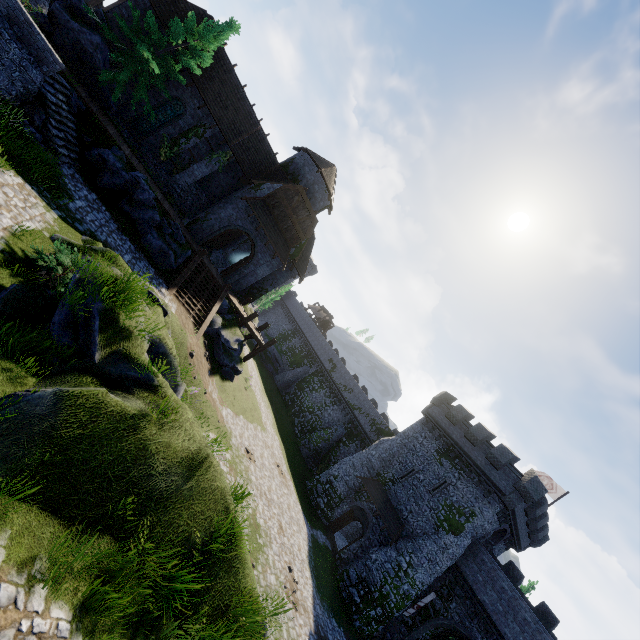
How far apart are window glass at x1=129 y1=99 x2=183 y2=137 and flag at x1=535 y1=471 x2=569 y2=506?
44.85m

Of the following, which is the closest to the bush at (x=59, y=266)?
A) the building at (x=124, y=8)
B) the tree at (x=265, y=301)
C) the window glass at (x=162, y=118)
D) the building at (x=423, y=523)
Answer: the building at (x=124, y=8)

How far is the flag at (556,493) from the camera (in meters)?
30.54

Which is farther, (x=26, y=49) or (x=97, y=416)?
(x=26, y=49)

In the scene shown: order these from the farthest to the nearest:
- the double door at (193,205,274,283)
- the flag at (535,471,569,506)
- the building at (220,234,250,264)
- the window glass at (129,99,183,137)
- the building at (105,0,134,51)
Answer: the building at (220,234,250,264) → the flag at (535,471,569,506) → the double door at (193,205,274,283) → the window glass at (129,99,183,137) → the building at (105,0,134,51)

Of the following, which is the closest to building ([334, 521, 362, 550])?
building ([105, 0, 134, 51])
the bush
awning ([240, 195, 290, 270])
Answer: building ([105, 0, 134, 51])

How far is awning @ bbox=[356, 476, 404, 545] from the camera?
25.58m

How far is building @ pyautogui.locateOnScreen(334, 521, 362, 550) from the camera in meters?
31.3 m
